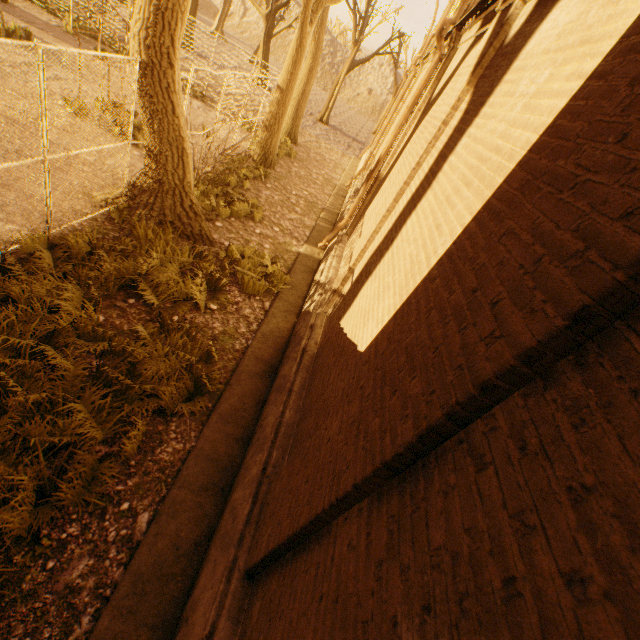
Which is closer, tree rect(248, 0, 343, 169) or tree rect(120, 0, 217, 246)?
tree rect(120, 0, 217, 246)

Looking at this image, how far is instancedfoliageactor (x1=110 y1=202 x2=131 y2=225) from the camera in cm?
680

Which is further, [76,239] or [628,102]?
[76,239]

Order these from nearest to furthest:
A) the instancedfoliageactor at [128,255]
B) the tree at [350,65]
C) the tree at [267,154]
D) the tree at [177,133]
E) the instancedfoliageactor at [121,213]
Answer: the instancedfoliageactor at [128,255], the tree at [177,133], the instancedfoliageactor at [121,213], the tree at [267,154], the tree at [350,65]

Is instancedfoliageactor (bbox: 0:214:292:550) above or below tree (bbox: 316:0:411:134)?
below

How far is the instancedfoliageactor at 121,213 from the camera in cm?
680

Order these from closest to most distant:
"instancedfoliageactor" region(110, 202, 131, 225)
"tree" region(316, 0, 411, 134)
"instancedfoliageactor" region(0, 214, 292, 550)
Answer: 1. "instancedfoliageactor" region(0, 214, 292, 550)
2. "instancedfoliageactor" region(110, 202, 131, 225)
3. "tree" region(316, 0, 411, 134)
